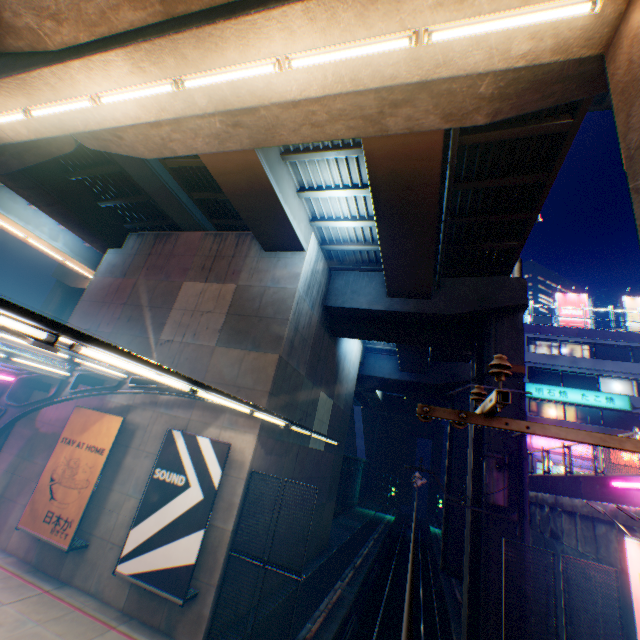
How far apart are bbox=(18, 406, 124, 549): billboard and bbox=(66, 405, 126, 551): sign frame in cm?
1

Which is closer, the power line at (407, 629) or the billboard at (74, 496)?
the power line at (407, 629)

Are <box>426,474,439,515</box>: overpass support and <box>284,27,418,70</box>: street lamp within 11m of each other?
no

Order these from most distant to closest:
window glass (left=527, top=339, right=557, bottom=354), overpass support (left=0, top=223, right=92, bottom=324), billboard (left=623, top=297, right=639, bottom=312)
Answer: billboard (left=623, top=297, right=639, bottom=312), window glass (left=527, top=339, right=557, bottom=354), overpass support (left=0, top=223, right=92, bottom=324)

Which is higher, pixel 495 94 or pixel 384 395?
pixel 384 395

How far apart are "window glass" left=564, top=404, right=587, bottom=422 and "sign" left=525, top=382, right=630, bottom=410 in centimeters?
46cm

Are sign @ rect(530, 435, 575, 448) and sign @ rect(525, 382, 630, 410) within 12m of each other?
yes

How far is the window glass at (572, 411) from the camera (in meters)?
28.11
